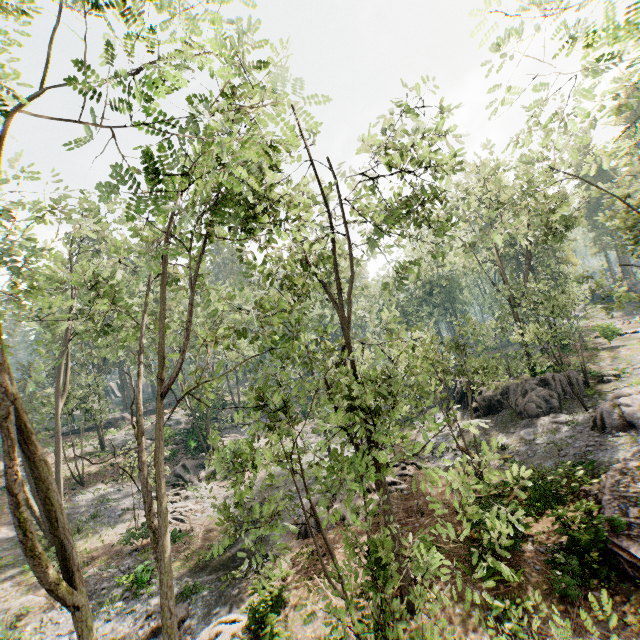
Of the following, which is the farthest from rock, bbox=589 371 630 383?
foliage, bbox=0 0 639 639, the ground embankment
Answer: the ground embankment

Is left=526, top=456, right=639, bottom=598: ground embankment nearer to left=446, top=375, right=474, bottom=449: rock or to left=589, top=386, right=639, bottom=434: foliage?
left=589, top=386, right=639, bottom=434: foliage

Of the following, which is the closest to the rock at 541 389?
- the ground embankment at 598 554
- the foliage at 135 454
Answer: the foliage at 135 454

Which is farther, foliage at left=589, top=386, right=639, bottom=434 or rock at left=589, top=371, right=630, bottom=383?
rock at left=589, top=371, right=630, bottom=383

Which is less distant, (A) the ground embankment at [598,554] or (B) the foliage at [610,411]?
(A) the ground embankment at [598,554]

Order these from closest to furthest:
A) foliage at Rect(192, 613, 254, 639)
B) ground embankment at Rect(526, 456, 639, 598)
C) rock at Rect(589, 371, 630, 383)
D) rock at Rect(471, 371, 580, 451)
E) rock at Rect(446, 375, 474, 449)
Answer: ground embankment at Rect(526, 456, 639, 598)
foliage at Rect(192, 613, 254, 639)
rock at Rect(471, 371, 580, 451)
rock at Rect(589, 371, 630, 383)
rock at Rect(446, 375, 474, 449)

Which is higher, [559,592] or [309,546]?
[559,592]
